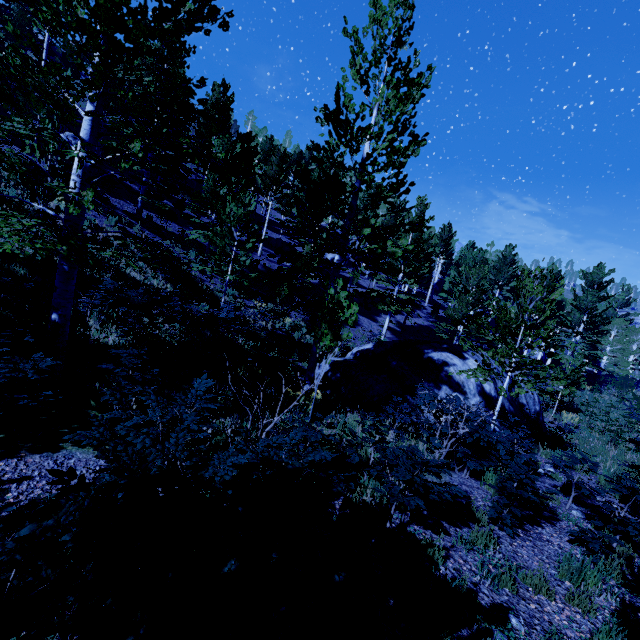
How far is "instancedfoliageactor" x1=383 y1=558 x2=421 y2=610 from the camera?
3.3m

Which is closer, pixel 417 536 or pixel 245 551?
pixel 245 551

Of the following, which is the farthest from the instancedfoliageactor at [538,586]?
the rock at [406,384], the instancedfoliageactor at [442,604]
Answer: the rock at [406,384]

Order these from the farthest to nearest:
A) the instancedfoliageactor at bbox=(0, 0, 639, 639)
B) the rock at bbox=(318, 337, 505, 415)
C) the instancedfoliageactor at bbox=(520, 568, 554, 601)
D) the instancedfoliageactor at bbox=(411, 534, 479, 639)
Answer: the rock at bbox=(318, 337, 505, 415) → the instancedfoliageactor at bbox=(520, 568, 554, 601) → the instancedfoliageactor at bbox=(411, 534, 479, 639) → the instancedfoliageactor at bbox=(0, 0, 639, 639)

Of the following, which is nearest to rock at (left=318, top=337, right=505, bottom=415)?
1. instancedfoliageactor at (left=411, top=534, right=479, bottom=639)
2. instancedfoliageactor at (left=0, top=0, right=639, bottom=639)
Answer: instancedfoliageactor at (left=0, top=0, right=639, bottom=639)

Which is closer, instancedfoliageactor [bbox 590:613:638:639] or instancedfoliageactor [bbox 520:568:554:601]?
instancedfoliageactor [bbox 590:613:638:639]
